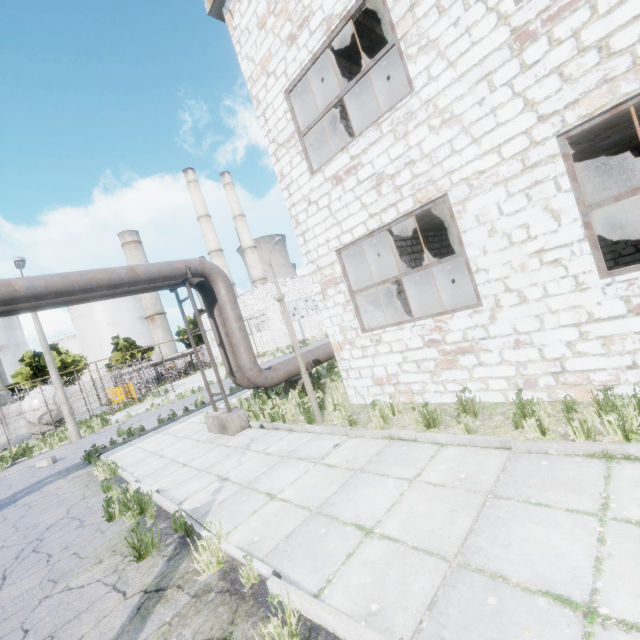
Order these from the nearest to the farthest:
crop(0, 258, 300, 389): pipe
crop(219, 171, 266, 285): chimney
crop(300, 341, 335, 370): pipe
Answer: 1. crop(0, 258, 300, 389): pipe
2. crop(300, 341, 335, 370): pipe
3. crop(219, 171, 266, 285): chimney

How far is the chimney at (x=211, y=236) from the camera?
54.22m

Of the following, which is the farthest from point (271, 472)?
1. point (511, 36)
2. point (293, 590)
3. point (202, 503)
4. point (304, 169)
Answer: point (511, 36)

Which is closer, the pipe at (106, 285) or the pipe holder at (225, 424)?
the pipe at (106, 285)

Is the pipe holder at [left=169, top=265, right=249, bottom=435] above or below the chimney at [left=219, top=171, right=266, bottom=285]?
below

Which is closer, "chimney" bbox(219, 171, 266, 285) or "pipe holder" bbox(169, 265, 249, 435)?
"pipe holder" bbox(169, 265, 249, 435)

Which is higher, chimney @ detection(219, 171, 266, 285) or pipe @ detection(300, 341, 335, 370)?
chimney @ detection(219, 171, 266, 285)

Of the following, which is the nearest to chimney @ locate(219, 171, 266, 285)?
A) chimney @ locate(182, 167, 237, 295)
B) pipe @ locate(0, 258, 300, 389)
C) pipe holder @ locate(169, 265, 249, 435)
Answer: chimney @ locate(182, 167, 237, 295)
